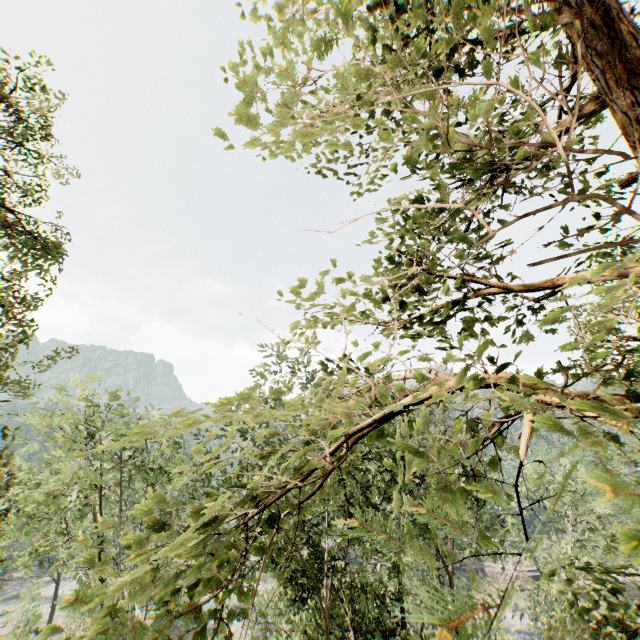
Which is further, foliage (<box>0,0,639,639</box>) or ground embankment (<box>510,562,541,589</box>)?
ground embankment (<box>510,562,541,589</box>)

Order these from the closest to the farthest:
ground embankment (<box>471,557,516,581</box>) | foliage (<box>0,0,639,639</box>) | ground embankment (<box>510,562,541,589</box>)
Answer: foliage (<box>0,0,639,639</box>)
ground embankment (<box>510,562,541,589</box>)
ground embankment (<box>471,557,516,581</box>)

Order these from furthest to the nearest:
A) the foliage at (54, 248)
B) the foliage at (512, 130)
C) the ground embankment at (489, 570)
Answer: the ground embankment at (489, 570), the foliage at (54, 248), the foliage at (512, 130)

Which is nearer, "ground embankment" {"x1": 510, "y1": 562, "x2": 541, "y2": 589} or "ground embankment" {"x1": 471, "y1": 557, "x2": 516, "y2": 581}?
"ground embankment" {"x1": 510, "y1": 562, "x2": 541, "y2": 589}

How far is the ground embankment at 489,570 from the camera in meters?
49.8 m

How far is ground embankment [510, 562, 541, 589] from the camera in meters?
48.0

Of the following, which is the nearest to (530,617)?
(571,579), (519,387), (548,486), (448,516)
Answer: (548,486)
